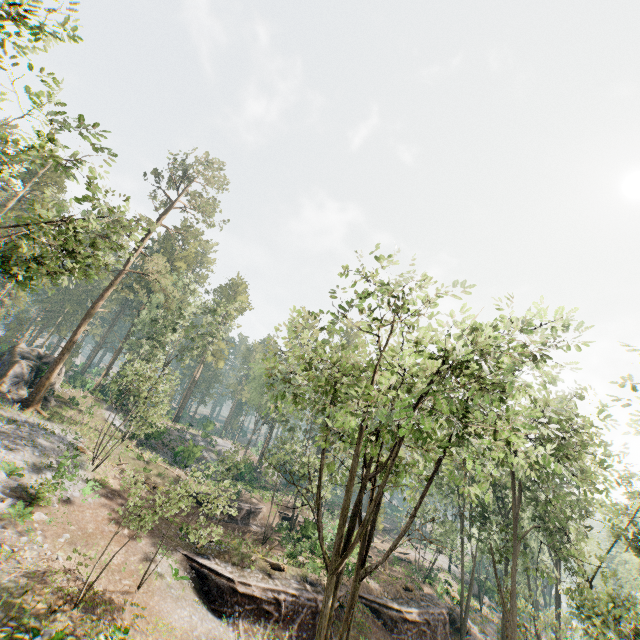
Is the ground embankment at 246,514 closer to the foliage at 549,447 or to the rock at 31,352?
the foliage at 549,447

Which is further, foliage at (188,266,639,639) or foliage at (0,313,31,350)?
foliage at (0,313,31,350)

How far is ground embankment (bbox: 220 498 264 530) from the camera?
31.9 meters

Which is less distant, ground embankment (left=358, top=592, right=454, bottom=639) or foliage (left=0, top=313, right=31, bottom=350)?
ground embankment (left=358, top=592, right=454, bottom=639)

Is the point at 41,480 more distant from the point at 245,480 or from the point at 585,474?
the point at 585,474

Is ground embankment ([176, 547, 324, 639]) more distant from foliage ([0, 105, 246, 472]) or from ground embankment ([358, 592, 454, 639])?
foliage ([0, 105, 246, 472])

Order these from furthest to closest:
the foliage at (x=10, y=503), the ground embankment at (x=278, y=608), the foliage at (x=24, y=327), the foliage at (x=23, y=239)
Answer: the foliage at (x=24, y=327), the ground embankment at (x=278, y=608), the foliage at (x=10, y=503), the foliage at (x=23, y=239)

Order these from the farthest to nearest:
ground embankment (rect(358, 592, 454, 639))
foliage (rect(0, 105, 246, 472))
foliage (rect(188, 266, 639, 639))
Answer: ground embankment (rect(358, 592, 454, 639)) → foliage (rect(0, 105, 246, 472)) → foliage (rect(188, 266, 639, 639))
